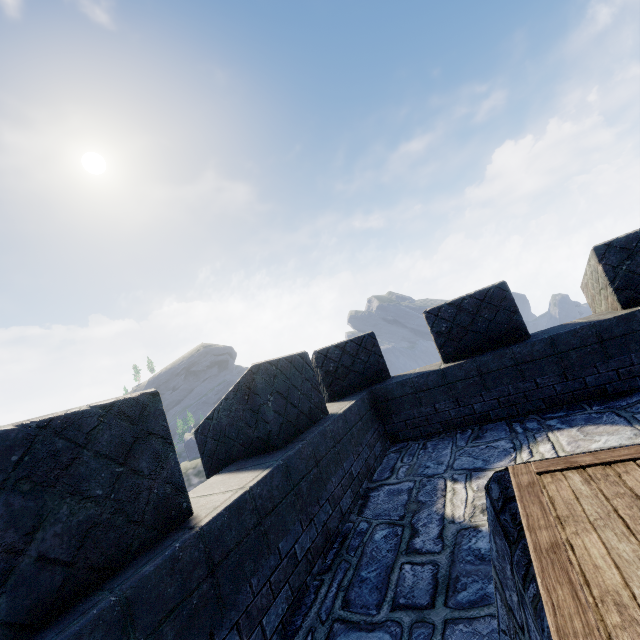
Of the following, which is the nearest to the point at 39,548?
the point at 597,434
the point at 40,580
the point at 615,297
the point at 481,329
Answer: the point at 40,580
